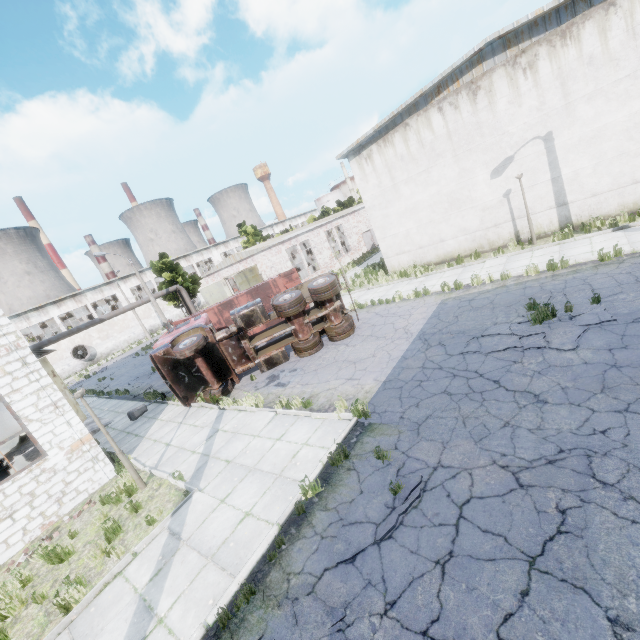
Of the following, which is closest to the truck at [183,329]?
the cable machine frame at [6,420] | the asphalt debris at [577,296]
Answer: the asphalt debris at [577,296]

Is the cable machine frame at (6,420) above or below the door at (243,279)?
below

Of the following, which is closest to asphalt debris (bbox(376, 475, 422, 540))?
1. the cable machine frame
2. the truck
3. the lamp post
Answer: the truck

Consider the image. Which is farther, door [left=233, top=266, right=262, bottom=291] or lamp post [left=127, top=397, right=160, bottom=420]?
door [left=233, top=266, right=262, bottom=291]

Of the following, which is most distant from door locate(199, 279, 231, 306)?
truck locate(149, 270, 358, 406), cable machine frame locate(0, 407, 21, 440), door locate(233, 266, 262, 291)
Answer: truck locate(149, 270, 358, 406)

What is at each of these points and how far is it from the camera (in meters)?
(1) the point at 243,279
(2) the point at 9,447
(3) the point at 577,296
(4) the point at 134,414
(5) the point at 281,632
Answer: (1) door, 28.89
(2) concrete debris, 17.88
(3) asphalt debris, 9.27
(4) lamp post, 14.85
(5) asphalt debris, 4.34

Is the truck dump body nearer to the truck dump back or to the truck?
the truck dump back

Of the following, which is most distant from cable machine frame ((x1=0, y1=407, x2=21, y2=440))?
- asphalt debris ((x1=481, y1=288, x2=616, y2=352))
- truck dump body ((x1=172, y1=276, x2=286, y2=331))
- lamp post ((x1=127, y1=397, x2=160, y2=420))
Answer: asphalt debris ((x1=481, y1=288, x2=616, y2=352))
